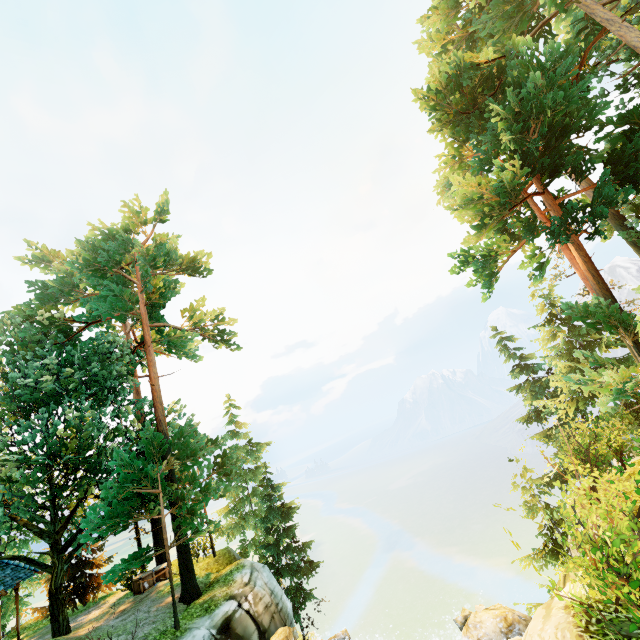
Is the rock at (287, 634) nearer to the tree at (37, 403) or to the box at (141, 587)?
the tree at (37, 403)

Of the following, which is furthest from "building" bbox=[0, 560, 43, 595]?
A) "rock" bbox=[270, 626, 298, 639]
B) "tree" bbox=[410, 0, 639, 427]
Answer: "rock" bbox=[270, 626, 298, 639]

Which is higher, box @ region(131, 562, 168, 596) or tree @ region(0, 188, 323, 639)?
tree @ region(0, 188, 323, 639)

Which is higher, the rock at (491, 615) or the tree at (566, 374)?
the tree at (566, 374)

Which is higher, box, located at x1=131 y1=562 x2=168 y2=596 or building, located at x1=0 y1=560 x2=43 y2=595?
building, located at x1=0 y1=560 x2=43 y2=595

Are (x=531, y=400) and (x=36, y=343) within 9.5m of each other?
no

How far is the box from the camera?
17.2m

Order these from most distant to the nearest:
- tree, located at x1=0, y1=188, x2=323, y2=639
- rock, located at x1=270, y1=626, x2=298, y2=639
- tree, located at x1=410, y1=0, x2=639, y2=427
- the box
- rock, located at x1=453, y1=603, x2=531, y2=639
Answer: the box < tree, located at x1=0, y1=188, x2=323, y2=639 < rock, located at x1=270, y1=626, x2=298, y2=639 < tree, located at x1=410, y1=0, x2=639, y2=427 < rock, located at x1=453, y1=603, x2=531, y2=639
